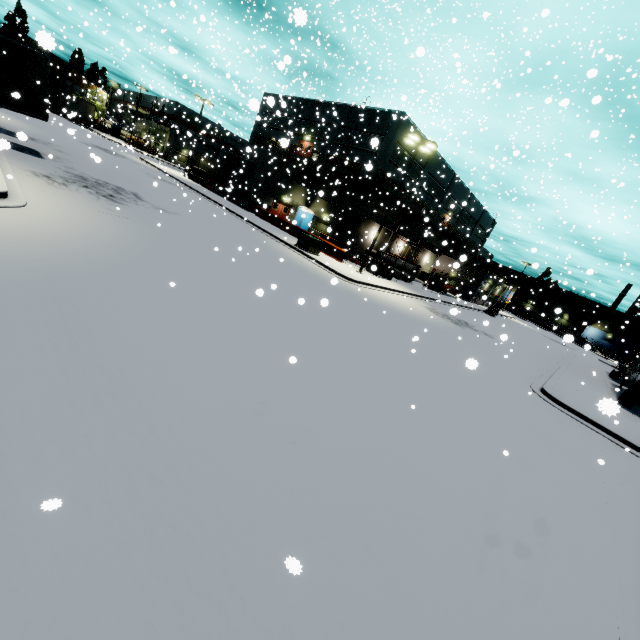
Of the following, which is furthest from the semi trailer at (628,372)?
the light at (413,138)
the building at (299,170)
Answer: the light at (413,138)

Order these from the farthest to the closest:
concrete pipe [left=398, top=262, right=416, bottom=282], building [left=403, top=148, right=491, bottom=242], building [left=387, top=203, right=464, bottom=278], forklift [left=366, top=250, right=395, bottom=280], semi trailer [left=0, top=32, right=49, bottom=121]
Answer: building [left=387, top=203, right=464, bottom=278] < building [left=403, top=148, right=491, bottom=242] < concrete pipe [left=398, top=262, right=416, bottom=282] < forklift [left=366, top=250, right=395, bottom=280] < semi trailer [left=0, top=32, right=49, bottom=121]

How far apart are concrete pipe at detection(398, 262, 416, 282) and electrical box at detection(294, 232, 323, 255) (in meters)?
13.69

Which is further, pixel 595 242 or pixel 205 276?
pixel 595 242

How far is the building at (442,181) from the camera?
37.78m

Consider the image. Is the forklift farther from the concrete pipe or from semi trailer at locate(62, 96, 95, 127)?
the concrete pipe

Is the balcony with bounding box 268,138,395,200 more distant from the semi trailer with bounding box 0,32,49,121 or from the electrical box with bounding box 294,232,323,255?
the electrical box with bounding box 294,232,323,255

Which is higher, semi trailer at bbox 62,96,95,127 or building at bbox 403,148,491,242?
building at bbox 403,148,491,242
